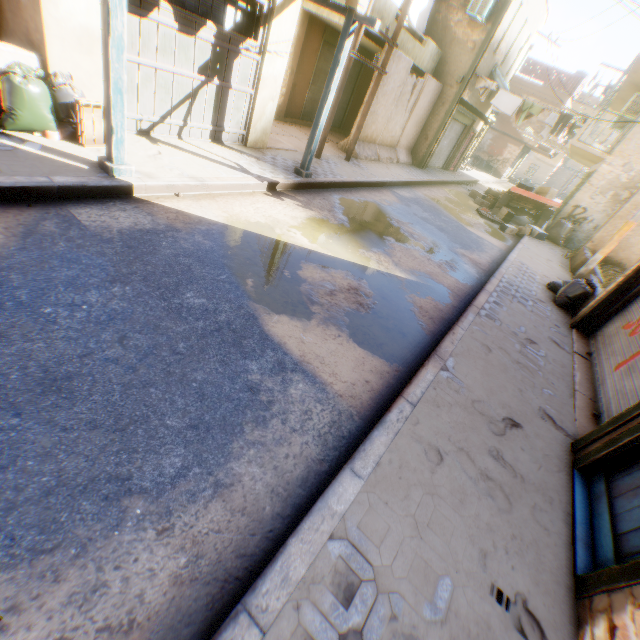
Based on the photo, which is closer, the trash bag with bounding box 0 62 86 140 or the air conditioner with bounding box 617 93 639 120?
the trash bag with bounding box 0 62 86 140

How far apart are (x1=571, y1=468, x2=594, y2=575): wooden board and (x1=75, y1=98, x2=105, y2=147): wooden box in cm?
769

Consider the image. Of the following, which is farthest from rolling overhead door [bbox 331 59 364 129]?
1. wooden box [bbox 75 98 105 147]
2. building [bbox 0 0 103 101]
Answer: wooden box [bbox 75 98 105 147]

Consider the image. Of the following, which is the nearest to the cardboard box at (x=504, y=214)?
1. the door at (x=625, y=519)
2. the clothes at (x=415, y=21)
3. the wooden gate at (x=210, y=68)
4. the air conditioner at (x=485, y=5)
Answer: the clothes at (x=415, y=21)

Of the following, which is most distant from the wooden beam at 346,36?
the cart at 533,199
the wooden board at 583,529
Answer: the wooden board at 583,529

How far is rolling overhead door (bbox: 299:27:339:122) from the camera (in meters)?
12.08

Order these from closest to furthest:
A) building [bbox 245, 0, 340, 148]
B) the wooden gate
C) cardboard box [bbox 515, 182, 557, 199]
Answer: the wooden gate → building [bbox 245, 0, 340, 148] → cardboard box [bbox 515, 182, 557, 199]

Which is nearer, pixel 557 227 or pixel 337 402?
pixel 337 402
